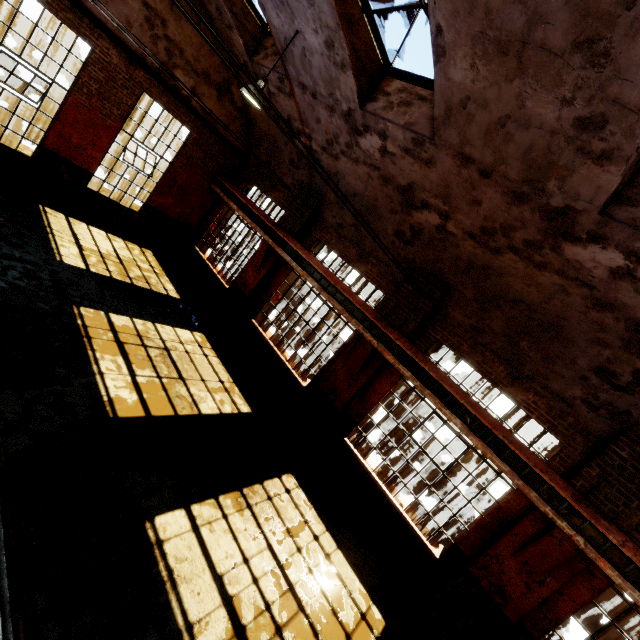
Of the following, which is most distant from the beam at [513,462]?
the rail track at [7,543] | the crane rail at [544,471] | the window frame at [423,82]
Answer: the rail track at [7,543]

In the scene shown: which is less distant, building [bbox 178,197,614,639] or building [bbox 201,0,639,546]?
building [bbox 201,0,639,546]

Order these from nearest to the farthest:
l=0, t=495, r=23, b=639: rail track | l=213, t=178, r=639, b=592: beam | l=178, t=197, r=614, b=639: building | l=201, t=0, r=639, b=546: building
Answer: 1. l=0, t=495, r=23, b=639: rail track
2. l=201, t=0, r=639, b=546: building
3. l=213, t=178, r=639, b=592: beam
4. l=178, t=197, r=614, b=639: building

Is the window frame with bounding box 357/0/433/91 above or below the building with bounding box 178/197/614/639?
above

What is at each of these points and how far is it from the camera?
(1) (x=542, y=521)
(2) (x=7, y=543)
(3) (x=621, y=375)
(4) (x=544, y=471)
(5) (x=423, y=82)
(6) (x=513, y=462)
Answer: (1) building, 5.8 meters
(2) rail track, 3.3 meters
(3) building, 5.4 meters
(4) crane rail, 5.8 meters
(5) window frame, 6.3 meters
(6) beam, 6.0 meters

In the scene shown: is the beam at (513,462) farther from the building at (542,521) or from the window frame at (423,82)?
the window frame at (423,82)

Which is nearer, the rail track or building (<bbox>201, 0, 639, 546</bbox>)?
the rail track

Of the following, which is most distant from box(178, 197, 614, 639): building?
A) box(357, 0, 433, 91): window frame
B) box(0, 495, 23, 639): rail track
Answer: box(0, 495, 23, 639): rail track
